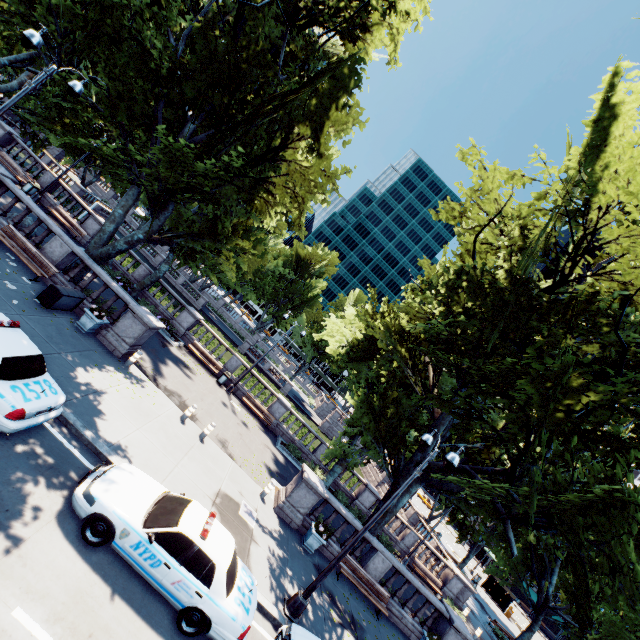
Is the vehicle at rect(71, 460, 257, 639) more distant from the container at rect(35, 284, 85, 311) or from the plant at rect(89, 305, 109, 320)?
the container at rect(35, 284, 85, 311)

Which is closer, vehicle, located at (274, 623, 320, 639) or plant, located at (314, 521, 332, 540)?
vehicle, located at (274, 623, 320, 639)

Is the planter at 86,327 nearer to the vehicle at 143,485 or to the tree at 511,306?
the tree at 511,306

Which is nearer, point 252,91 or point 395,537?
point 252,91

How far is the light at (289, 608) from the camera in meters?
9.9

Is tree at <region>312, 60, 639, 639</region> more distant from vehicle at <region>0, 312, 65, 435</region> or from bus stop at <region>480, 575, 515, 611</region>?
bus stop at <region>480, 575, 515, 611</region>

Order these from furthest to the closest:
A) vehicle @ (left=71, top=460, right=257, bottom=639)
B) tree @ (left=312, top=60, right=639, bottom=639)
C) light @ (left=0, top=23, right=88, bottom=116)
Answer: light @ (left=0, top=23, right=88, bottom=116), tree @ (left=312, top=60, right=639, bottom=639), vehicle @ (left=71, top=460, right=257, bottom=639)

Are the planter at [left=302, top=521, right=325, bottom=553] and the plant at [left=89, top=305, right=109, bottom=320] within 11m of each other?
no
